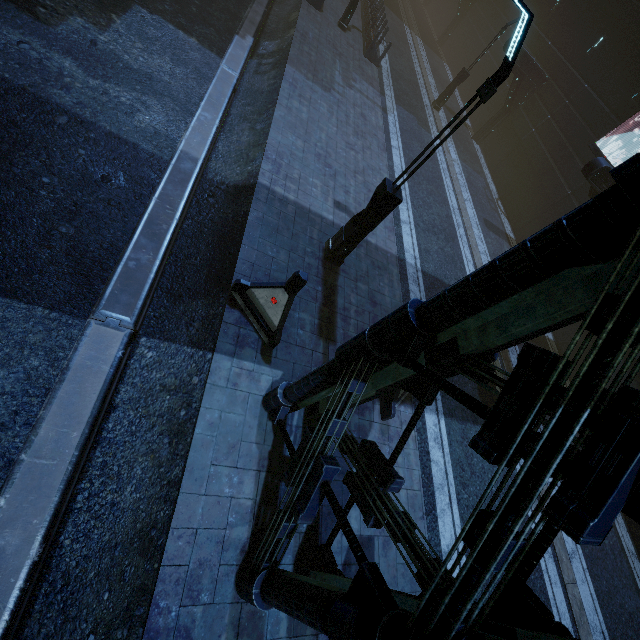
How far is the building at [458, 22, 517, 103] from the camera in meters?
24.2 m

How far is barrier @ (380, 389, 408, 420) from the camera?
7.0m

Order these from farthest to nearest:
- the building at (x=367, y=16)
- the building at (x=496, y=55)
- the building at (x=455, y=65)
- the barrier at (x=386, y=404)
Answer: the building at (x=455, y=65) < the building at (x=496, y=55) < the building at (x=367, y=16) < the barrier at (x=386, y=404)

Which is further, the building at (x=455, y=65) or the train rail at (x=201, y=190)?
the building at (x=455, y=65)

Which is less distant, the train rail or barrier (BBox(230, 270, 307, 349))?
the train rail

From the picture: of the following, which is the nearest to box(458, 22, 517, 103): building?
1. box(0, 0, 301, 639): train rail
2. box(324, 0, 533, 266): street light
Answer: box(0, 0, 301, 639): train rail

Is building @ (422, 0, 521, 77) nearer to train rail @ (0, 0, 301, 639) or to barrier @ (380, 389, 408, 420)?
train rail @ (0, 0, 301, 639)

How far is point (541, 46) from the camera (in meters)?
21.08
